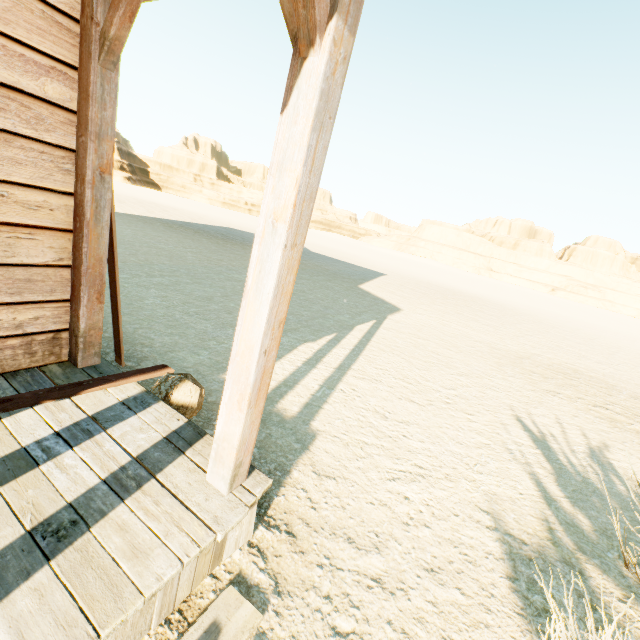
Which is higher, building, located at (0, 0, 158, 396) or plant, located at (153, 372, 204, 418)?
building, located at (0, 0, 158, 396)

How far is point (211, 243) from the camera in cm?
1520

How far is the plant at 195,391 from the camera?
2.65m

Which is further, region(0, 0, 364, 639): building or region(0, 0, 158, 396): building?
region(0, 0, 158, 396): building

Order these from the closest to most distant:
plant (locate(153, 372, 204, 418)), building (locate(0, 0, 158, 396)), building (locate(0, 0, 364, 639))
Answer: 1. building (locate(0, 0, 364, 639))
2. building (locate(0, 0, 158, 396))
3. plant (locate(153, 372, 204, 418))

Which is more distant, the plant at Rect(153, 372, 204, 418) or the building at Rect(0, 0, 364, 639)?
the plant at Rect(153, 372, 204, 418)

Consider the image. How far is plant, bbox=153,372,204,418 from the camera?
2.7m

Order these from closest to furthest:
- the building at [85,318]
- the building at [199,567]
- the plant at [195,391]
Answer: the building at [199,567], the building at [85,318], the plant at [195,391]
